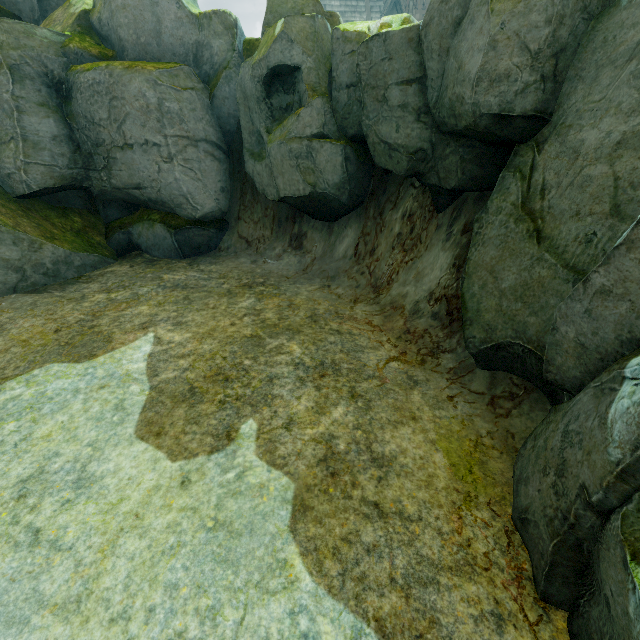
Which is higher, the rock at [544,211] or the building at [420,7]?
the building at [420,7]

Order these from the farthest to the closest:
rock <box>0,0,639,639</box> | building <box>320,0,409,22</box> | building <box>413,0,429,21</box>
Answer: building <box>413,0,429,21</box>
building <box>320,0,409,22</box>
rock <box>0,0,639,639</box>

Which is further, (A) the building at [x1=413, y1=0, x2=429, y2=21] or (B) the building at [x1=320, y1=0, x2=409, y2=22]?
(A) the building at [x1=413, y1=0, x2=429, y2=21]

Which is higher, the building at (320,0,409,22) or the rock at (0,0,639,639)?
the building at (320,0,409,22)

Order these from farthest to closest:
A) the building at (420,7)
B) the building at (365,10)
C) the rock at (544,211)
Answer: the building at (420,7)
the building at (365,10)
the rock at (544,211)

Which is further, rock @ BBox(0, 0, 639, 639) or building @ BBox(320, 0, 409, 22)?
building @ BBox(320, 0, 409, 22)

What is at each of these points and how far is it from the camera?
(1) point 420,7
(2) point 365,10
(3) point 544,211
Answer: (1) building, 39.16m
(2) building, 37.53m
(3) rock, 4.98m
